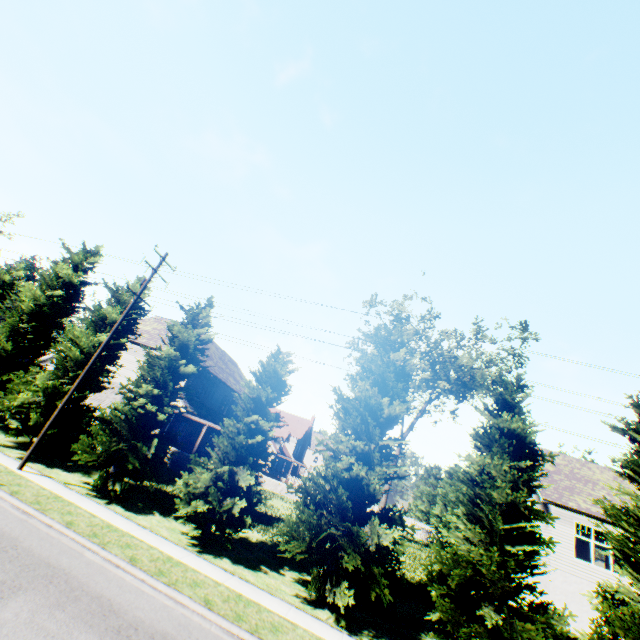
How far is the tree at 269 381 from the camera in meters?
13.0 m

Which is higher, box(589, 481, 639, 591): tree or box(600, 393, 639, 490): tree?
box(600, 393, 639, 490): tree

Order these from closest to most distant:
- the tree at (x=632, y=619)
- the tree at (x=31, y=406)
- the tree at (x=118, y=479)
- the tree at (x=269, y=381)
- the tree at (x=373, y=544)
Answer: the tree at (x=632, y=619), the tree at (x=373, y=544), the tree at (x=269, y=381), the tree at (x=118, y=479), the tree at (x=31, y=406)

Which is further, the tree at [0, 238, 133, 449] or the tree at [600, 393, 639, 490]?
the tree at [0, 238, 133, 449]

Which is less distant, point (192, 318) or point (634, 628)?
point (634, 628)

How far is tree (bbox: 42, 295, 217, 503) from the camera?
14.8 meters

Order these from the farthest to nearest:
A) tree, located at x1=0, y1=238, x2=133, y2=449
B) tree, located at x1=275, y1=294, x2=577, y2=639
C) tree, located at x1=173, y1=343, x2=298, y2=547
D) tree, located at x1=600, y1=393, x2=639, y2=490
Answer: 1. tree, located at x1=0, y1=238, x2=133, y2=449
2. tree, located at x1=173, y1=343, x2=298, y2=547
3. tree, located at x1=600, y1=393, x2=639, y2=490
4. tree, located at x1=275, y1=294, x2=577, y2=639
